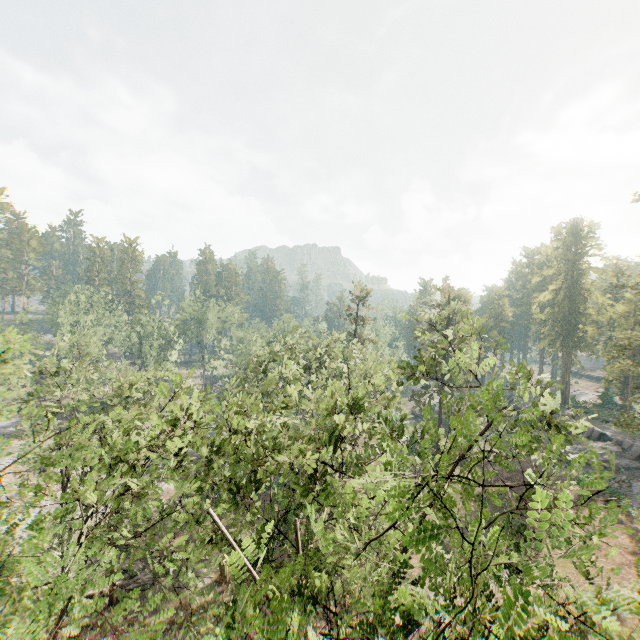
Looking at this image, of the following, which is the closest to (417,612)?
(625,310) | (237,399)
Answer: (237,399)

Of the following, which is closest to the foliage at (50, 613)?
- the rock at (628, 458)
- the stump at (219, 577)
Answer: the rock at (628, 458)

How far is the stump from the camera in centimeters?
2589cm

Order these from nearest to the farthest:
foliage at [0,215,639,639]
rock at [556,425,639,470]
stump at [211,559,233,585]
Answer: foliage at [0,215,639,639]
stump at [211,559,233,585]
rock at [556,425,639,470]

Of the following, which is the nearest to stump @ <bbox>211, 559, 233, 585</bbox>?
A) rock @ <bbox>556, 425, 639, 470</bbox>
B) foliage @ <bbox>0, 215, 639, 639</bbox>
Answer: foliage @ <bbox>0, 215, 639, 639</bbox>

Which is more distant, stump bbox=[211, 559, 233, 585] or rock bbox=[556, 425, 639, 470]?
rock bbox=[556, 425, 639, 470]
